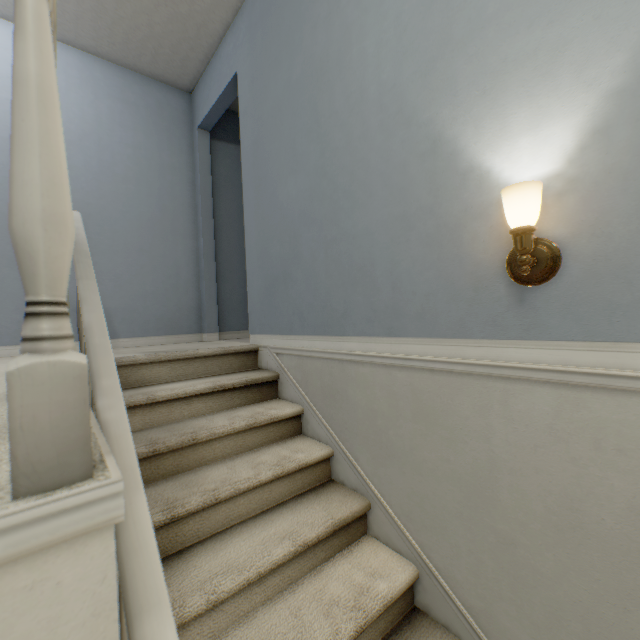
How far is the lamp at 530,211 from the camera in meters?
0.9 m

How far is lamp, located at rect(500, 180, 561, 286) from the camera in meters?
0.9 m

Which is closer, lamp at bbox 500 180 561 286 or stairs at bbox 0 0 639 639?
stairs at bbox 0 0 639 639

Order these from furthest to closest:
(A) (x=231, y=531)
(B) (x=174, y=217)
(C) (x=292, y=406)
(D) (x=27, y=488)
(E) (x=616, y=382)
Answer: (B) (x=174, y=217)
(C) (x=292, y=406)
(A) (x=231, y=531)
(E) (x=616, y=382)
(D) (x=27, y=488)

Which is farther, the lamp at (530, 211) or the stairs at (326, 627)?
the lamp at (530, 211)
